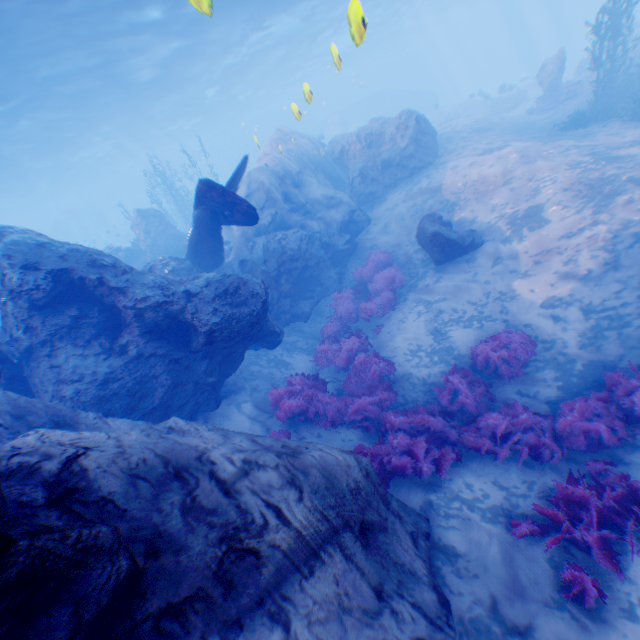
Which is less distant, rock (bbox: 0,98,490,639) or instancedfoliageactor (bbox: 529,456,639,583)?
rock (bbox: 0,98,490,639)

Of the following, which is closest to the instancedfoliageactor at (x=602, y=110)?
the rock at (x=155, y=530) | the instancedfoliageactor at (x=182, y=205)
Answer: the rock at (x=155, y=530)

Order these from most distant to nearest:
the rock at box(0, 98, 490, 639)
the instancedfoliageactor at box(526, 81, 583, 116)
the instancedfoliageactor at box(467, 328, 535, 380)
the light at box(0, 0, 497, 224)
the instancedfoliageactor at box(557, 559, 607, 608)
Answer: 1. the instancedfoliageactor at box(526, 81, 583, 116)
2. the light at box(0, 0, 497, 224)
3. the instancedfoliageactor at box(467, 328, 535, 380)
4. the instancedfoliageactor at box(557, 559, 607, 608)
5. the rock at box(0, 98, 490, 639)

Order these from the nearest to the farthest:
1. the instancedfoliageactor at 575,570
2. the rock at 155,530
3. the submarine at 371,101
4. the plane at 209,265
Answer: the rock at 155,530
the instancedfoliageactor at 575,570
the plane at 209,265
the submarine at 371,101

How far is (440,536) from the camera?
4.8m

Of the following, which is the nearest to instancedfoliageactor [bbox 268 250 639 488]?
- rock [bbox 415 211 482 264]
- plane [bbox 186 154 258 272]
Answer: rock [bbox 415 211 482 264]

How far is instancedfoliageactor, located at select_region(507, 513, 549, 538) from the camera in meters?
4.6 m
